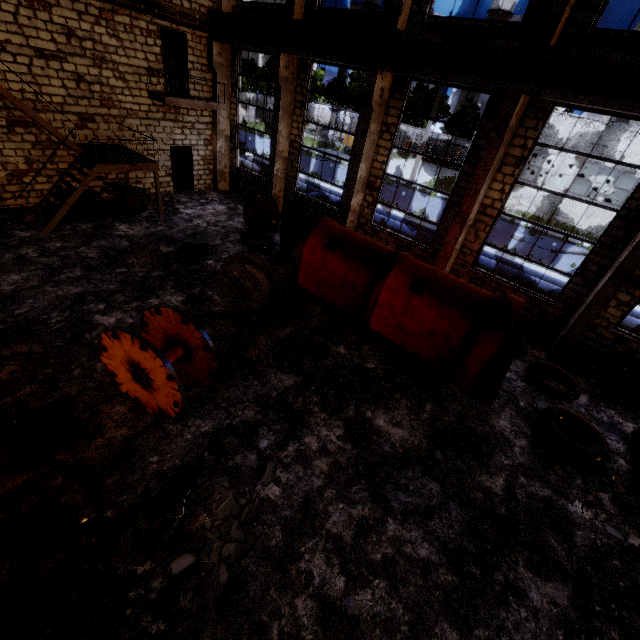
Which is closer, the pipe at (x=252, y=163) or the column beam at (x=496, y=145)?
the column beam at (x=496, y=145)

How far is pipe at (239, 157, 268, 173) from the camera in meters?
21.1

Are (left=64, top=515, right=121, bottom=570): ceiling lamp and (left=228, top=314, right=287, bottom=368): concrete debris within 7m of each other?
yes

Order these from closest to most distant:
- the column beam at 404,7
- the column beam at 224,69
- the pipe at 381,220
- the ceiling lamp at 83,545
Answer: the ceiling lamp at 83,545, the column beam at 404,7, the column beam at 224,69, the pipe at 381,220

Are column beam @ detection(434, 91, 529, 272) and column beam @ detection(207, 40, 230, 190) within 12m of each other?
no

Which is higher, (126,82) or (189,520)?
(126,82)

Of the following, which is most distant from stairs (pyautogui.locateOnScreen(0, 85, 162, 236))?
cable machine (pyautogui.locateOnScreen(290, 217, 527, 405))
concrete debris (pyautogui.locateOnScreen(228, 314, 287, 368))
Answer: concrete debris (pyautogui.locateOnScreen(228, 314, 287, 368))

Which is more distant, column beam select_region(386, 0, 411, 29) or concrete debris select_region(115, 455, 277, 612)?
column beam select_region(386, 0, 411, 29)
